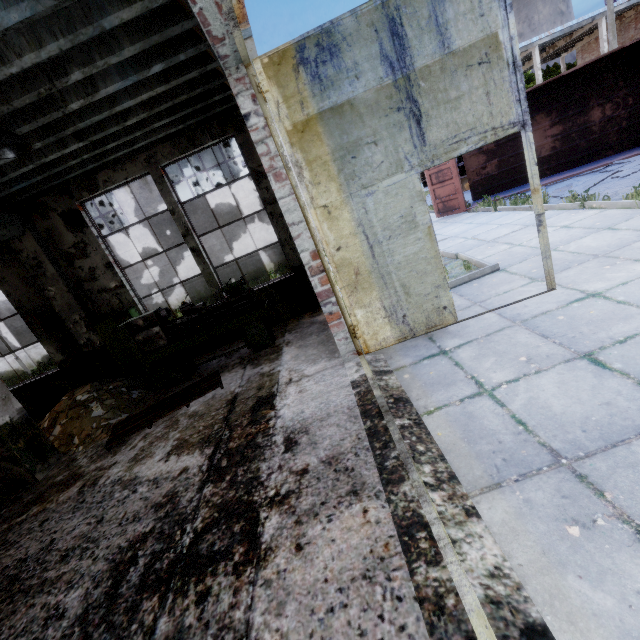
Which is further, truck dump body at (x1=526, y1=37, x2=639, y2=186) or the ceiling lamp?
truck dump body at (x1=526, y1=37, x2=639, y2=186)

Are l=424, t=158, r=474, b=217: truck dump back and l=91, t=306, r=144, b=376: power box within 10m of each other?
no

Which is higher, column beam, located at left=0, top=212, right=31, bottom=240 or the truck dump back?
column beam, located at left=0, top=212, right=31, bottom=240

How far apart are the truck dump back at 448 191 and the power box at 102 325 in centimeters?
1133cm

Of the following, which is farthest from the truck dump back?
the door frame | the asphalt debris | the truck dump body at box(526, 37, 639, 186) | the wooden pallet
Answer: the wooden pallet

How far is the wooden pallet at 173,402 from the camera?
5.2 meters

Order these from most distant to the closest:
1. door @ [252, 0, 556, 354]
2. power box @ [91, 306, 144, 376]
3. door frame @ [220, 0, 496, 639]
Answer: power box @ [91, 306, 144, 376] → door @ [252, 0, 556, 354] → door frame @ [220, 0, 496, 639]

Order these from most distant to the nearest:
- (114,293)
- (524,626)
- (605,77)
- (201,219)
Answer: (201,219) < (605,77) < (114,293) < (524,626)
